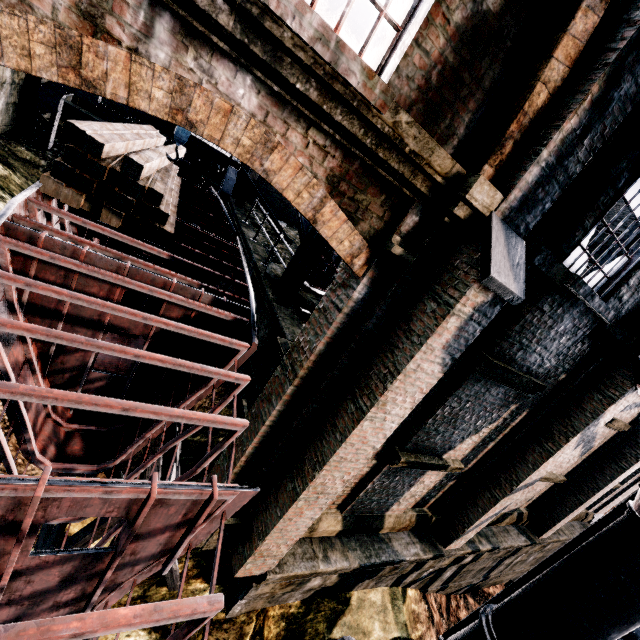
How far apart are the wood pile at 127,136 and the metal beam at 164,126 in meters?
1.9 m

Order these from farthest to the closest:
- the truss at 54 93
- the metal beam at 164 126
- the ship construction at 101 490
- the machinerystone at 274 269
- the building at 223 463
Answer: the metal beam at 164 126, the truss at 54 93, the machinerystone at 274 269, the building at 223 463, the ship construction at 101 490

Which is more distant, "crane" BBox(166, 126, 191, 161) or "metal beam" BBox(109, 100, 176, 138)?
"metal beam" BBox(109, 100, 176, 138)

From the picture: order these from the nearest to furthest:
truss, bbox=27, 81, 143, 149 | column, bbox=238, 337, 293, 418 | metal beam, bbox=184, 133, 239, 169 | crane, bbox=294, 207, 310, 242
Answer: column, bbox=238, 337, 293, 418
crane, bbox=294, 207, 310, 242
truss, bbox=27, 81, 143, 149
metal beam, bbox=184, 133, 239, 169

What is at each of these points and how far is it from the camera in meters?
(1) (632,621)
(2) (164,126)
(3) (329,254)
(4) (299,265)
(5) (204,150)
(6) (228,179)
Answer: (1) silo, 4.9 m
(2) metal beam, 12.2 m
(3) crane, 10.1 m
(4) truss, 8.2 m
(5) metal beam, 13.1 m
(6) truss, 13.3 m

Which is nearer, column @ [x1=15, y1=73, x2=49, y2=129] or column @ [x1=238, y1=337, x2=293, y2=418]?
column @ [x1=238, y1=337, x2=293, y2=418]

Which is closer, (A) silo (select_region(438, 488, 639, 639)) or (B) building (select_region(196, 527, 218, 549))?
(A) silo (select_region(438, 488, 639, 639))

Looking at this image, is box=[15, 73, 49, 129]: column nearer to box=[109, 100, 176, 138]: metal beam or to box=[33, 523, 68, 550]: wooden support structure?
box=[109, 100, 176, 138]: metal beam
